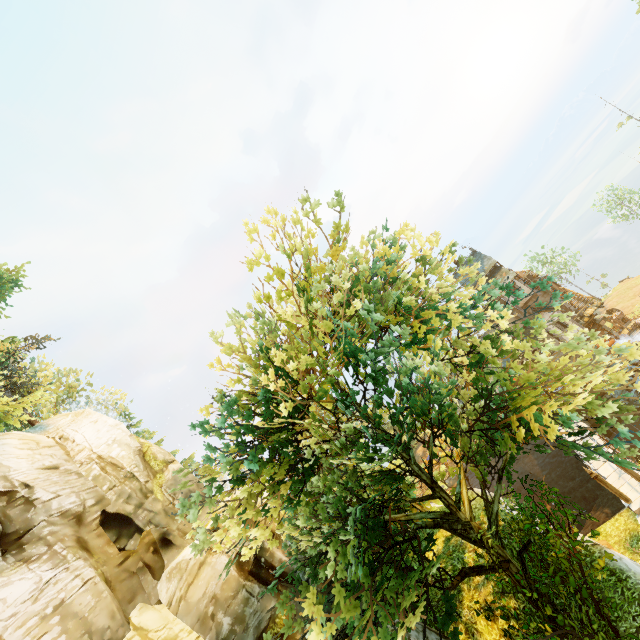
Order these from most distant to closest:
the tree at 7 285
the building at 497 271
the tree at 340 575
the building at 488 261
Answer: the building at 488 261, the building at 497 271, the tree at 7 285, the tree at 340 575

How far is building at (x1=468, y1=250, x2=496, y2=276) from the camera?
36.1 meters

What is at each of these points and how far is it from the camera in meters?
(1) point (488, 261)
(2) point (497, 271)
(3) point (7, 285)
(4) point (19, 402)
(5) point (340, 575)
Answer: (1) building, 36.6 m
(2) building, 35.5 m
(3) tree, 20.4 m
(4) tree, 19.1 m
(5) tree, 8.5 m

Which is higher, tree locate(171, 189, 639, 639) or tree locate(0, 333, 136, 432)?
tree locate(0, 333, 136, 432)

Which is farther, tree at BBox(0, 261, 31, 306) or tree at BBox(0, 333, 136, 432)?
tree at BBox(0, 261, 31, 306)

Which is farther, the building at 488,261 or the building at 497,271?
the building at 488,261

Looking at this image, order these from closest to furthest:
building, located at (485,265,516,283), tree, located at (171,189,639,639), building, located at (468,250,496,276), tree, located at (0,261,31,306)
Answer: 1. tree, located at (171,189,639,639)
2. tree, located at (0,261,31,306)
3. building, located at (485,265,516,283)
4. building, located at (468,250,496,276)
